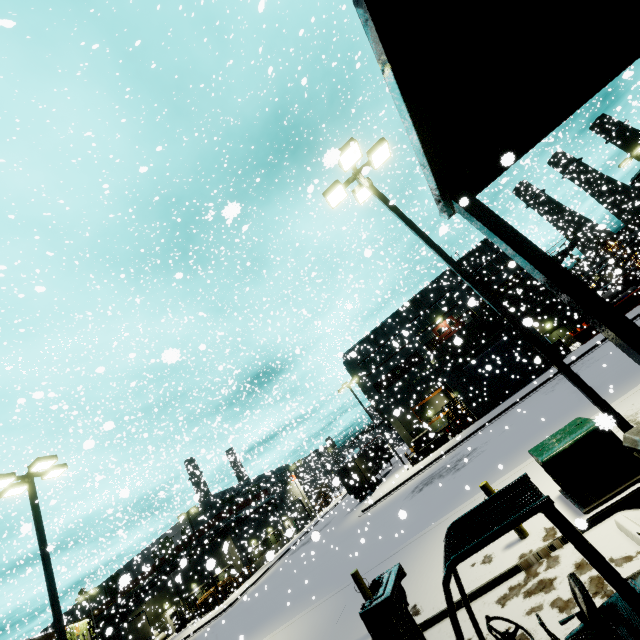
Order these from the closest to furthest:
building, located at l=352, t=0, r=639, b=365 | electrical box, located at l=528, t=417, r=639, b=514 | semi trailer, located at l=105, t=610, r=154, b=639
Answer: building, located at l=352, t=0, r=639, b=365 → electrical box, located at l=528, t=417, r=639, b=514 → semi trailer, located at l=105, t=610, r=154, b=639

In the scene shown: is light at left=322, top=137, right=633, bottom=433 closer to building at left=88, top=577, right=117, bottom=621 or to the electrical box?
the electrical box

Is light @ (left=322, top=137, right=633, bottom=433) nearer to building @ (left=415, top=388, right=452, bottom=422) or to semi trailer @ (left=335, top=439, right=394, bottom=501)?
semi trailer @ (left=335, top=439, right=394, bottom=501)

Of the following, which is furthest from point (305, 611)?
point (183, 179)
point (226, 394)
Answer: point (183, 179)

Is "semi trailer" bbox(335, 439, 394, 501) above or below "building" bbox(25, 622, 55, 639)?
below

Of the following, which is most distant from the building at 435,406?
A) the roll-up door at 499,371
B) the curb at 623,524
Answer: the curb at 623,524

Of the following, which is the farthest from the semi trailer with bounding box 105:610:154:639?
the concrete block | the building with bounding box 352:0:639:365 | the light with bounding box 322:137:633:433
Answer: the light with bounding box 322:137:633:433

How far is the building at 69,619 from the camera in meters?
32.0
